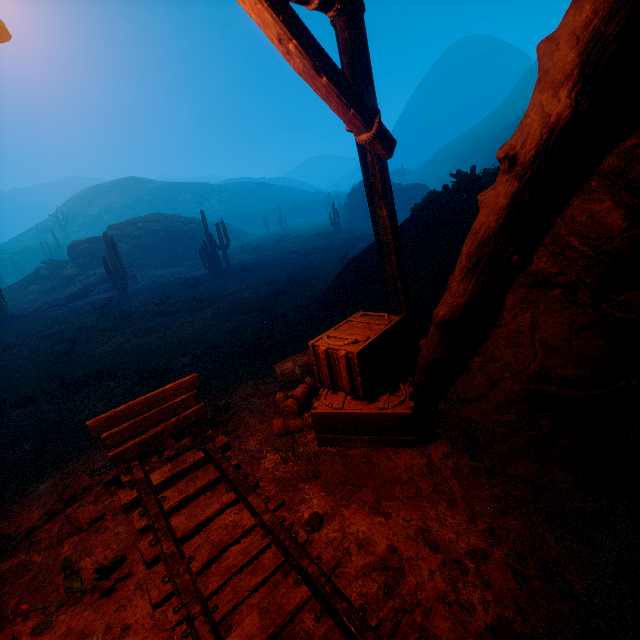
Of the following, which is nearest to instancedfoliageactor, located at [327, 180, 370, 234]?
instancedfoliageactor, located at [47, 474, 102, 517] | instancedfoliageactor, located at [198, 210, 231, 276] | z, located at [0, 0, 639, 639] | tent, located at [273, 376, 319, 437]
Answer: z, located at [0, 0, 639, 639]

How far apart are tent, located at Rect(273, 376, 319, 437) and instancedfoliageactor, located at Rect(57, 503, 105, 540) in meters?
1.5 m

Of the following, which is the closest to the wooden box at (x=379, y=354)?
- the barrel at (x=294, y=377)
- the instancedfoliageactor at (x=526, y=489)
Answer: the barrel at (x=294, y=377)

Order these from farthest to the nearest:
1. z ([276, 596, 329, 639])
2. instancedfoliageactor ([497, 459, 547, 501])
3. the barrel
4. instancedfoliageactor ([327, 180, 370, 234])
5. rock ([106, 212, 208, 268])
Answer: instancedfoliageactor ([327, 180, 370, 234]) → rock ([106, 212, 208, 268]) → the barrel → instancedfoliageactor ([497, 459, 547, 501]) → z ([276, 596, 329, 639])

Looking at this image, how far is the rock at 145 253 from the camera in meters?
27.1

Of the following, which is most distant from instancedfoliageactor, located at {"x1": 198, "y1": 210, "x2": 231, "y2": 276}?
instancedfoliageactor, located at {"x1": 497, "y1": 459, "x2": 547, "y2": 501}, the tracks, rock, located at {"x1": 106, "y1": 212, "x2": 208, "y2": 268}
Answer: instancedfoliageactor, located at {"x1": 497, "y1": 459, "x2": 547, "y2": 501}

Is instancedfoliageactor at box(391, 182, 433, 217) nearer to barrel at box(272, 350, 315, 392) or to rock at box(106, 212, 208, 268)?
rock at box(106, 212, 208, 268)

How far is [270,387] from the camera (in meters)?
5.54
